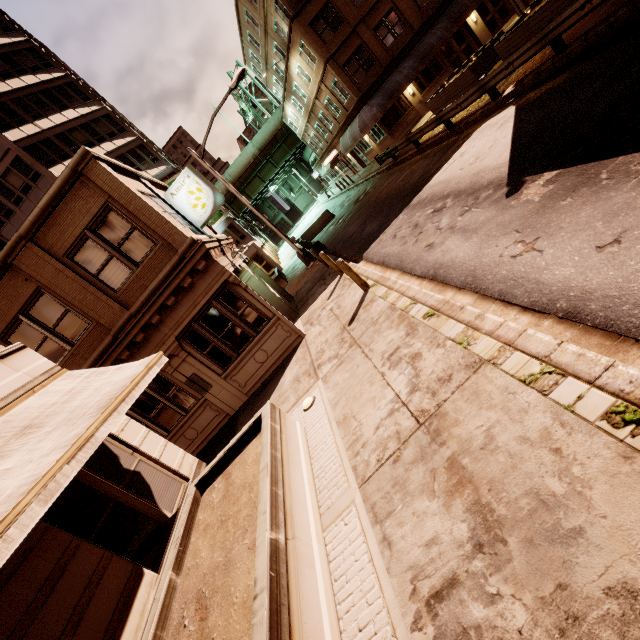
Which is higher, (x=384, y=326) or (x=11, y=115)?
(x=11, y=115)

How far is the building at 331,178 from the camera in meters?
40.0 m

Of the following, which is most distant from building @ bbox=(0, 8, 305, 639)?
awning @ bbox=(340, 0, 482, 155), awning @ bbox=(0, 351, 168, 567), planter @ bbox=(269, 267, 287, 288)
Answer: awning @ bbox=(340, 0, 482, 155)

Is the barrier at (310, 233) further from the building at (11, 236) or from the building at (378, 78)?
the building at (378, 78)

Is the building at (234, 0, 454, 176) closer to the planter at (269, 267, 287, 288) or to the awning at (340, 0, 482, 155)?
the awning at (340, 0, 482, 155)

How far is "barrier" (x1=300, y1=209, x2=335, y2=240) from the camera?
28.39m

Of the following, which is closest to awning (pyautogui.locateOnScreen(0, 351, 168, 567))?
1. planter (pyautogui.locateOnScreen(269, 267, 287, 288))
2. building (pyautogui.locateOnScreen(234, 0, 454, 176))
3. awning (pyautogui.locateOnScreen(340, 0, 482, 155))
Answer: planter (pyautogui.locateOnScreen(269, 267, 287, 288))

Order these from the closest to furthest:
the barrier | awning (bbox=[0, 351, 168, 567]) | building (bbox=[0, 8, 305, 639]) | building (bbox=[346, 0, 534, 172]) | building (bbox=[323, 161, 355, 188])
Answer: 1. awning (bbox=[0, 351, 168, 567])
2. building (bbox=[0, 8, 305, 639])
3. building (bbox=[346, 0, 534, 172])
4. the barrier
5. building (bbox=[323, 161, 355, 188])
